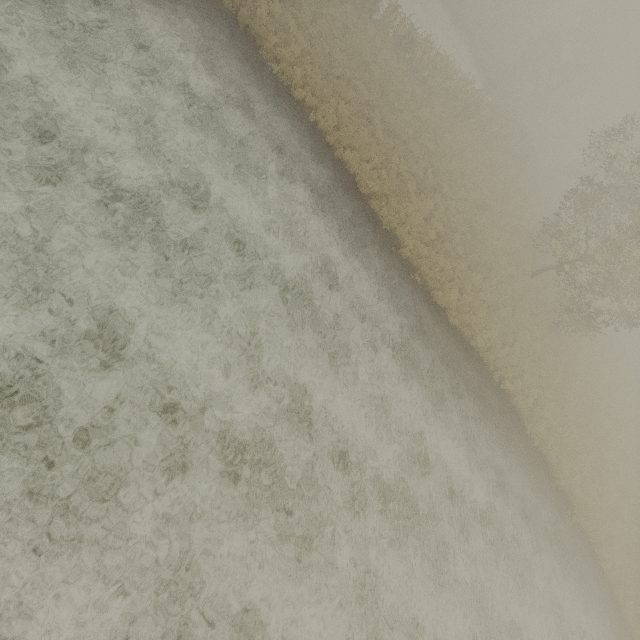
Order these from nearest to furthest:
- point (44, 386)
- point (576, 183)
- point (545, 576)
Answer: point (44, 386) < point (545, 576) < point (576, 183)
